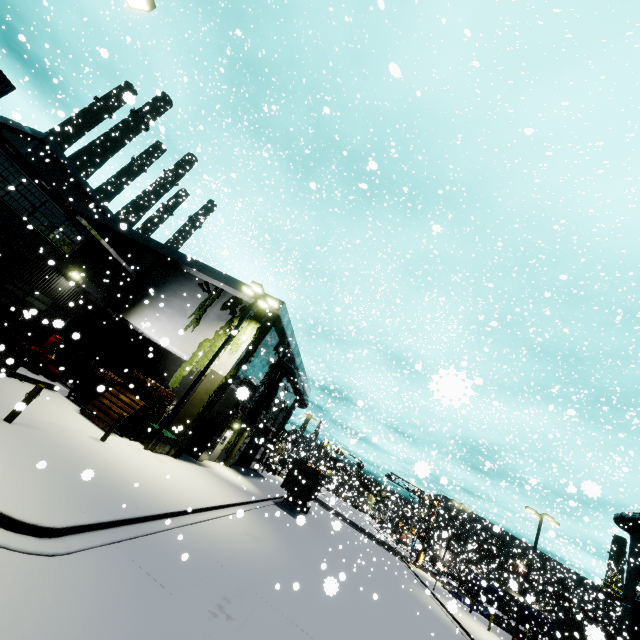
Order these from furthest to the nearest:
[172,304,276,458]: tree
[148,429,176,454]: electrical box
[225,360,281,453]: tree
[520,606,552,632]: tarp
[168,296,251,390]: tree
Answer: [520,606,552,632]: tarp, [225,360,281,453]: tree, [168,296,251,390]: tree, [172,304,276,458]: tree, [148,429,176,454]: electrical box

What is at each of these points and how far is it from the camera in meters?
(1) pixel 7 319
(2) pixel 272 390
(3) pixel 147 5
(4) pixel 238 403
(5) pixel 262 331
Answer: (1) building, 16.2 m
(2) tree, 28.3 m
(3) light, 7.4 m
(4) building, 22.4 m
(5) tree, 20.5 m

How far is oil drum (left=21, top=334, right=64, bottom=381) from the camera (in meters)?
17.03

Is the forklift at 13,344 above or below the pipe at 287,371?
below

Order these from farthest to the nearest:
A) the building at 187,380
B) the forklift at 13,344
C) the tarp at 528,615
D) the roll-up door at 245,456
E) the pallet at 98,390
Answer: the tarp at 528,615 < the roll-up door at 245,456 < the building at 187,380 < the pallet at 98,390 < the forklift at 13,344

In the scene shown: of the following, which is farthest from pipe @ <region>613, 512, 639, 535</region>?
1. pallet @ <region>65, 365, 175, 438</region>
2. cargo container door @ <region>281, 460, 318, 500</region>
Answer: pallet @ <region>65, 365, 175, 438</region>

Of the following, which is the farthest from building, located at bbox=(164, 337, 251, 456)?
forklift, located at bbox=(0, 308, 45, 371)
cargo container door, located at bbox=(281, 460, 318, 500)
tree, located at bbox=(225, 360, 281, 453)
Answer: cargo container door, located at bbox=(281, 460, 318, 500)

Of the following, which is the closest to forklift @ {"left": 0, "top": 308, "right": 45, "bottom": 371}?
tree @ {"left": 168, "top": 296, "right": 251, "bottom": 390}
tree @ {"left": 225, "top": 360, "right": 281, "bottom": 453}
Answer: tree @ {"left": 168, "top": 296, "right": 251, "bottom": 390}
